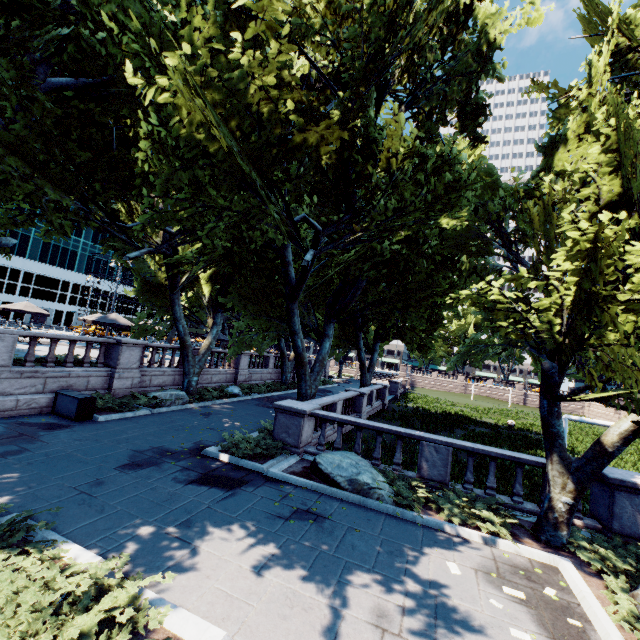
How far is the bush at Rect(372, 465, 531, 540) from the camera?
8.12m

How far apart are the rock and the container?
8.9 meters

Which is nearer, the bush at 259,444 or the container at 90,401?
the bush at 259,444

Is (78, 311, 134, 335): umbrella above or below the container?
above

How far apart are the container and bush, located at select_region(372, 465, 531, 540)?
12.6 meters

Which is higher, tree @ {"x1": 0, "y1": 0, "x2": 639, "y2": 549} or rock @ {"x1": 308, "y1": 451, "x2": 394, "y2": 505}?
tree @ {"x1": 0, "y1": 0, "x2": 639, "y2": 549}

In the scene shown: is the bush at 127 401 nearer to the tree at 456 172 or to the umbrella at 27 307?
the tree at 456 172

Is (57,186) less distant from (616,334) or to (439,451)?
(439,451)
